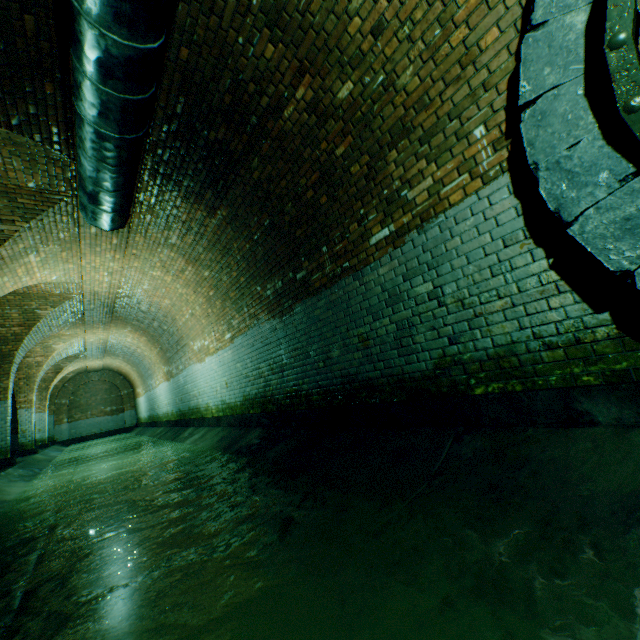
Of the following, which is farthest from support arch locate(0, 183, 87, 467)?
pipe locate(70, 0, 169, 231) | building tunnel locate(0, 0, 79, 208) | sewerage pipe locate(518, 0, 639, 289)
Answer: sewerage pipe locate(518, 0, 639, 289)

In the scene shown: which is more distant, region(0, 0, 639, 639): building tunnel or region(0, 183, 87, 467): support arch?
region(0, 183, 87, 467): support arch

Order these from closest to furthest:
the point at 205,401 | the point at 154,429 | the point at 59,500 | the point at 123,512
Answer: the point at 123,512
the point at 59,500
the point at 205,401
the point at 154,429

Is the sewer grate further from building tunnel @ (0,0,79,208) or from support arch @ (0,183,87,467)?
support arch @ (0,183,87,467)

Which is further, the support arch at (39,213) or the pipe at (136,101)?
the support arch at (39,213)

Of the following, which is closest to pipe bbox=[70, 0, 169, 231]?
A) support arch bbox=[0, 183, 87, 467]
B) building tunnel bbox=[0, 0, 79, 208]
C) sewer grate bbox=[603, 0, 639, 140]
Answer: building tunnel bbox=[0, 0, 79, 208]

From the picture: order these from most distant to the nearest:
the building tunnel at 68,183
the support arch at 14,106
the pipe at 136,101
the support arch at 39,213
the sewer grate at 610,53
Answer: the support arch at 39,213 → the building tunnel at 68,183 → the support arch at 14,106 → the pipe at 136,101 → the sewer grate at 610,53

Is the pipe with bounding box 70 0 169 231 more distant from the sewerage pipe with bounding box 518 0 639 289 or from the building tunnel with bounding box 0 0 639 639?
the sewerage pipe with bounding box 518 0 639 289
